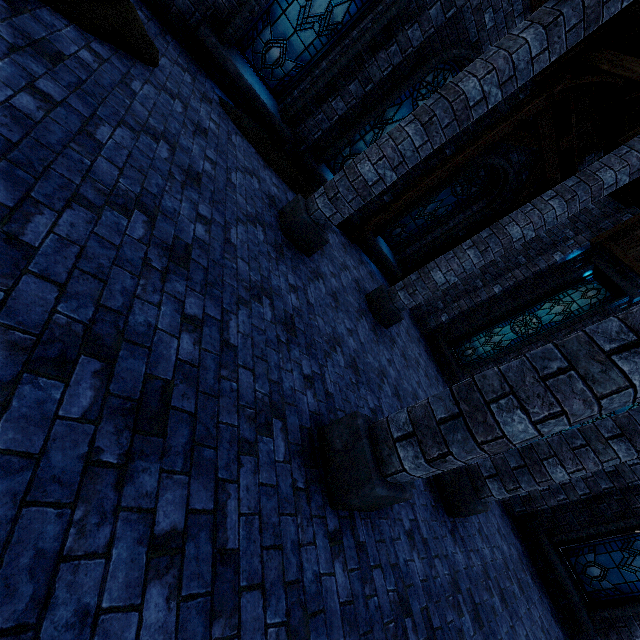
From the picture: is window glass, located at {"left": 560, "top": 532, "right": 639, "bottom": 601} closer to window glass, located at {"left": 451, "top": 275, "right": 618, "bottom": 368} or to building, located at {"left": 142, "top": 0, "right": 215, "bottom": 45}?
building, located at {"left": 142, "top": 0, "right": 215, "bottom": 45}

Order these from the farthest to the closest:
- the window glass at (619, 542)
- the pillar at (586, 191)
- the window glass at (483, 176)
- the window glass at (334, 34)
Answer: the window glass at (483, 176)
the window glass at (619, 542)
the window glass at (334, 34)
the pillar at (586, 191)

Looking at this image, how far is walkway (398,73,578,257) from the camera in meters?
7.8 m

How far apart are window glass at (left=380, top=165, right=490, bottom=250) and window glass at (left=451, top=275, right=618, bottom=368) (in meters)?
3.91

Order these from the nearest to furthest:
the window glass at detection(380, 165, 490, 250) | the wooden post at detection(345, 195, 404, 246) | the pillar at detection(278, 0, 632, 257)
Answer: the pillar at detection(278, 0, 632, 257) < the wooden post at detection(345, 195, 404, 246) < the window glass at detection(380, 165, 490, 250)

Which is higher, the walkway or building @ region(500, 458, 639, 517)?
the walkway

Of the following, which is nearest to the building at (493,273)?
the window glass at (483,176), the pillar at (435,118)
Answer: the pillar at (435,118)

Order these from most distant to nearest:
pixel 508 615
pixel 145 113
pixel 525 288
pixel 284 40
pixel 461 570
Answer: pixel 525 288 < pixel 284 40 < pixel 508 615 < pixel 461 570 < pixel 145 113
